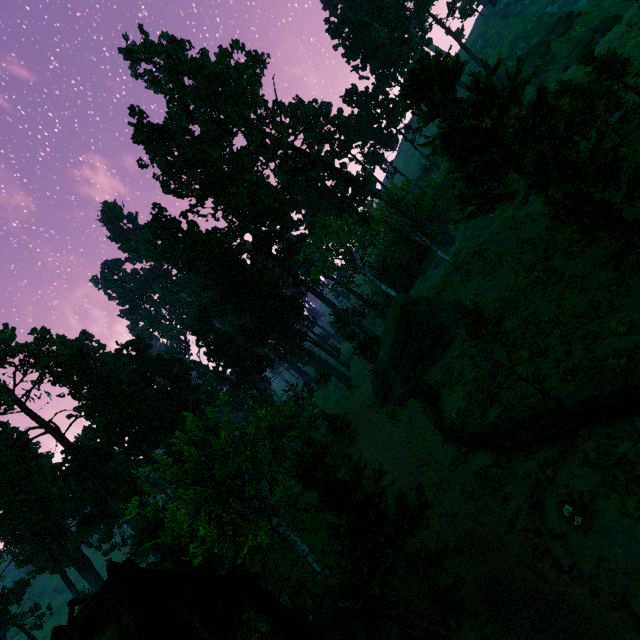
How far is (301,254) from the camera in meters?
40.8 m

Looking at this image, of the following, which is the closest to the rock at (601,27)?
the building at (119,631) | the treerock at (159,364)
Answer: the treerock at (159,364)

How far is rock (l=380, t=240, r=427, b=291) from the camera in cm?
5231

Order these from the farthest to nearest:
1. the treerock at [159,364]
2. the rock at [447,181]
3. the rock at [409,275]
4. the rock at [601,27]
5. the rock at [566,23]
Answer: the rock at [409,275], the rock at [447,181], the rock at [566,23], the rock at [601,27], the treerock at [159,364]

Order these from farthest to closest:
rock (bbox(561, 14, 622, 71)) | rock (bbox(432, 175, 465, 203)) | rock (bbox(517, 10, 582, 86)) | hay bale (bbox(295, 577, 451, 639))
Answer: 1. rock (bbox(432, 175, 465, 203))
2. rock (bbox(517, 10, 582, 86))
3. rock (bbox(561, 14, 622, 71))
4. hay bale (bbox(295, 577, 451, 639))

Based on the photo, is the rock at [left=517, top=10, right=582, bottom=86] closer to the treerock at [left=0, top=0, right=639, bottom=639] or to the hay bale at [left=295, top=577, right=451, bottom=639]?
the treerock at [left=0, top=0, right=639, bottom=639]

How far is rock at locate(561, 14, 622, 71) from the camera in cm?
3998

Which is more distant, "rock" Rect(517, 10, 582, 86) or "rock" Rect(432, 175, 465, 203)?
"rock" Rect(432, 175, 465, 203)
